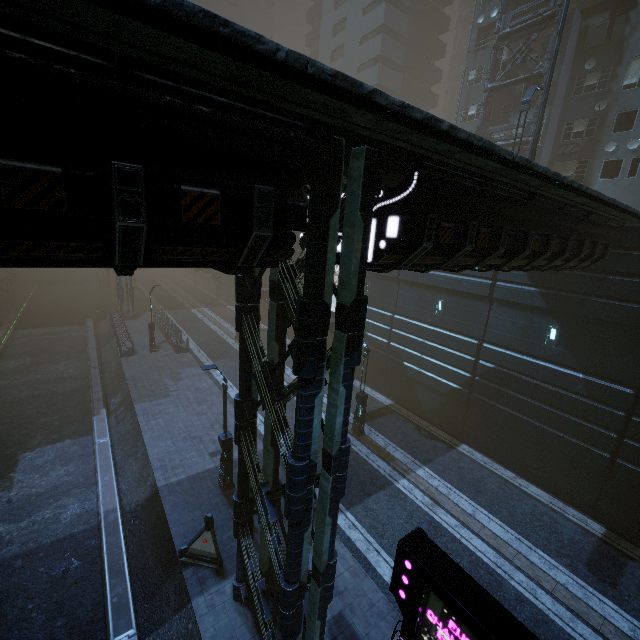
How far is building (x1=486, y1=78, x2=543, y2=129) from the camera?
25.1m

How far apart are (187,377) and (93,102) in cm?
2276

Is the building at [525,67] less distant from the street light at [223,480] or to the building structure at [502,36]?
the building structure at [502,36]

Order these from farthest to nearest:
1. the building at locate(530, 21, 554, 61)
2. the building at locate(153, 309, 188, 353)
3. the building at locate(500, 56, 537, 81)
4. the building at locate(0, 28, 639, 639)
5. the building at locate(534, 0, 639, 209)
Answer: the building at locate(153, 309, 188, 353), the building at locate(500, 56, 537, 81), the building at locate(530, 21, 554, 61), the building at locate(534, 0, 639, 209), the building at locate(0, 28, 639, 639)

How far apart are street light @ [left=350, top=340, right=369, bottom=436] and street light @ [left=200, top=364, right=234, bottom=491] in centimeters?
671cm

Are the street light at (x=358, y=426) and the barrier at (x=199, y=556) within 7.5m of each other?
no

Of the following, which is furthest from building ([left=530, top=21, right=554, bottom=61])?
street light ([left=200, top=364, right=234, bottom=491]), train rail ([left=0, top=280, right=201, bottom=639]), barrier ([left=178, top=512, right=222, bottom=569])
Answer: street light ([left=200, top=364, right=234, bottom=491])

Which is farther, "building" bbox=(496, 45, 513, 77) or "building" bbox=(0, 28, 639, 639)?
"building" bbox=(496, 45, 513, 77)
